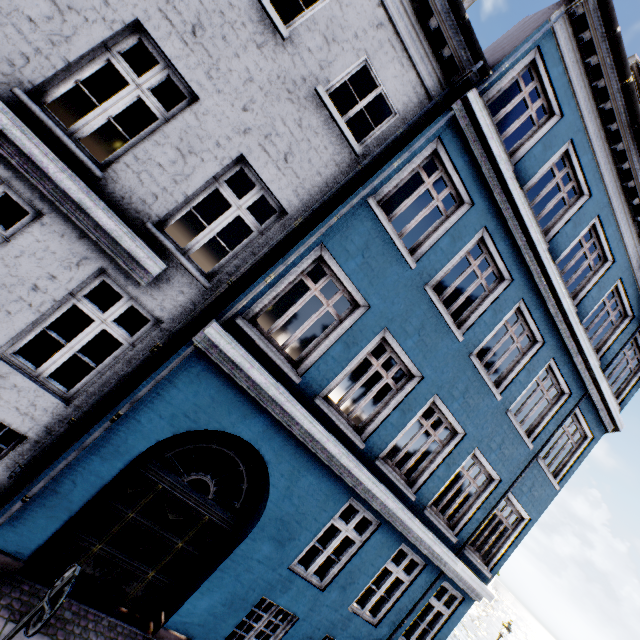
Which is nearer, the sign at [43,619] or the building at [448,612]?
the sign at [43,619]

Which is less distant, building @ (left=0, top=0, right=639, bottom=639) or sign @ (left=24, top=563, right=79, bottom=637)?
sign @ (left=24, top=563, right=79, bottom=637)

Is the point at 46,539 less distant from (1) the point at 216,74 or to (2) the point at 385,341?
(2) the point at 385,341
